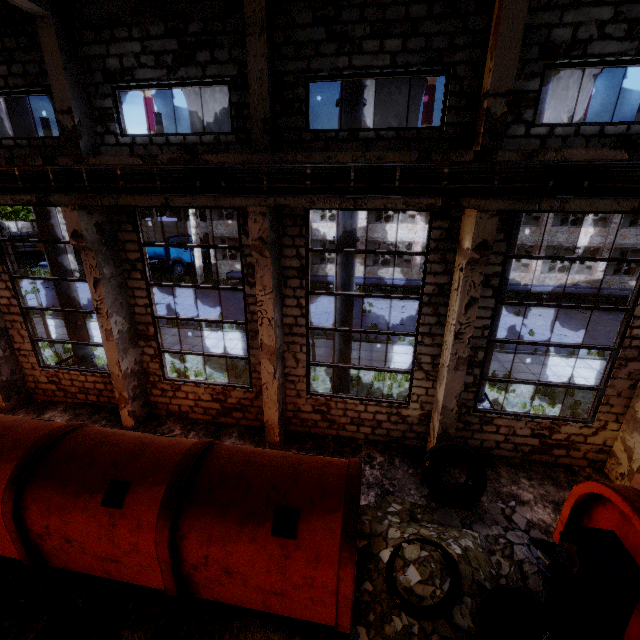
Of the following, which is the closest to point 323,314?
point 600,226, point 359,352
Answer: point 359,352

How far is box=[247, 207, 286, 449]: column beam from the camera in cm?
683

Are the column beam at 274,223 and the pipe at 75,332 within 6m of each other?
no

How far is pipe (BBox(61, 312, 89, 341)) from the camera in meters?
10.9 m

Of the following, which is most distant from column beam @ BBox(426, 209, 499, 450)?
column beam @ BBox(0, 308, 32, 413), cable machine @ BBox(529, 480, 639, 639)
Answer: column beam @ BBox(0, 308, 32, 413)

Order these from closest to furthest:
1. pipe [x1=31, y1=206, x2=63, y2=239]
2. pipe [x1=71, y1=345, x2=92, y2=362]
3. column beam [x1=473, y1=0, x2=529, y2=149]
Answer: column beam [x1=473, y1=0, x2=529, y2=149] < pipe [x1=31, y1=206, x2=63, y2=239] < pipe [x1=71, y1=345, x2=92, y2=362]

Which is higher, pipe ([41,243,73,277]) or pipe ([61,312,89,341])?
pipe ([41,243,73,277])

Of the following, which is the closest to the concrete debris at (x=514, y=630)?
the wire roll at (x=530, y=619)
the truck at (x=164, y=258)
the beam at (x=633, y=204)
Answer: the wire roll at (x=530, y=619)
